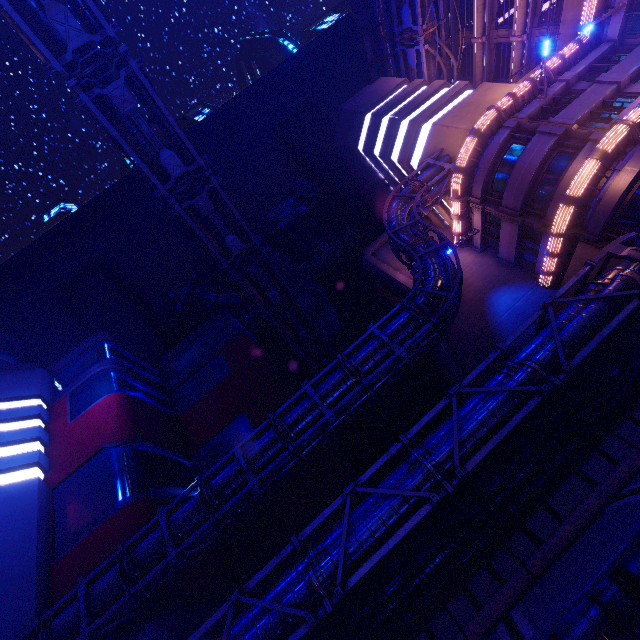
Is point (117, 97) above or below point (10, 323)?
below

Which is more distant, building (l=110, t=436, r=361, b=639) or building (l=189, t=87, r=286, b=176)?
building (l=189, t=87, r=286, b=176)

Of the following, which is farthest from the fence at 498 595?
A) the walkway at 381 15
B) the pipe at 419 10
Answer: the walkway at 381 15

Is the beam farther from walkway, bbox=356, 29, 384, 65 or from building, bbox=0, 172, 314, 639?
walkway, bbox=356, 29, 384, 65

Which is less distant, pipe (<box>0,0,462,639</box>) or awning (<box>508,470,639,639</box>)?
awning (<box>508,470,639,639</box>)

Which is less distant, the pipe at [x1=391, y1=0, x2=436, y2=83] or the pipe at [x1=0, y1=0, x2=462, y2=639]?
the pipe at [x1=0, y1=0, x2=462, y2=639]

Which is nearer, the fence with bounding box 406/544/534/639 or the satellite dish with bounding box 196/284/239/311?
the fence with bounding box 406/544/534/639

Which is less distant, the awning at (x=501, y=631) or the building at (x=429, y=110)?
the awning at (x=501, y=631)
